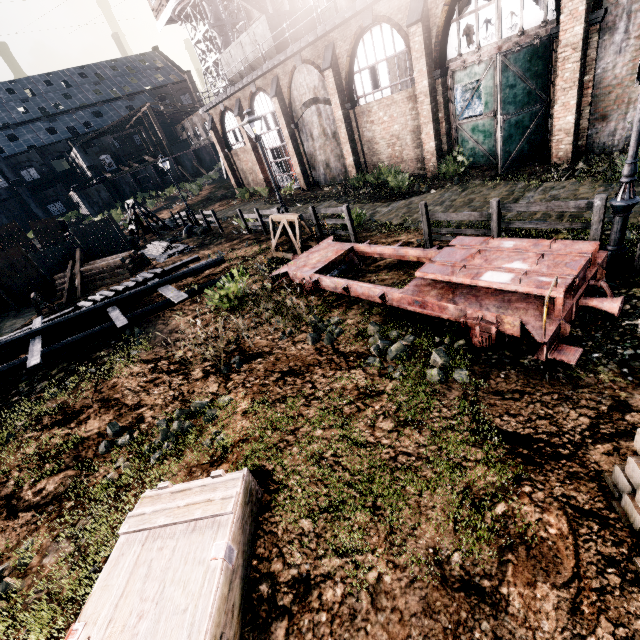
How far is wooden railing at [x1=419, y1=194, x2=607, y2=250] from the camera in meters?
6.9

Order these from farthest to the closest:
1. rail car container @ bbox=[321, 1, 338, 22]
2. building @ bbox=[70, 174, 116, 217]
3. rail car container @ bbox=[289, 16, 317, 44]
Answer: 1. building @ bbox=[70, 174, 116, 217]
2. rail car container @ bbox=[321, 1, 338, 22]
3. rail car container @ bbox=[289, 16, 317, 44]

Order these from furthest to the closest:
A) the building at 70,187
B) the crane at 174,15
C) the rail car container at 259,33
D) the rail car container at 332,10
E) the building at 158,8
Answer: the building at 70,187 < the building at 158,8 < the crane at 174,15 < the rail car container at 332,10 < the rail car container at 259,33

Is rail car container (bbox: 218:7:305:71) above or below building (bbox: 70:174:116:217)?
above

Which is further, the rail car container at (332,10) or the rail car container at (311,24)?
the rail car container at (332,10)

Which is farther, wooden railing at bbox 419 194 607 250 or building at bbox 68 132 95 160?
building at bbox 68 132 95 160

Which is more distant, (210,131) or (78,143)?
(78,143)

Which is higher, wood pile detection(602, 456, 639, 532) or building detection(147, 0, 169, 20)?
building detection(147, 0, 169, 20)
